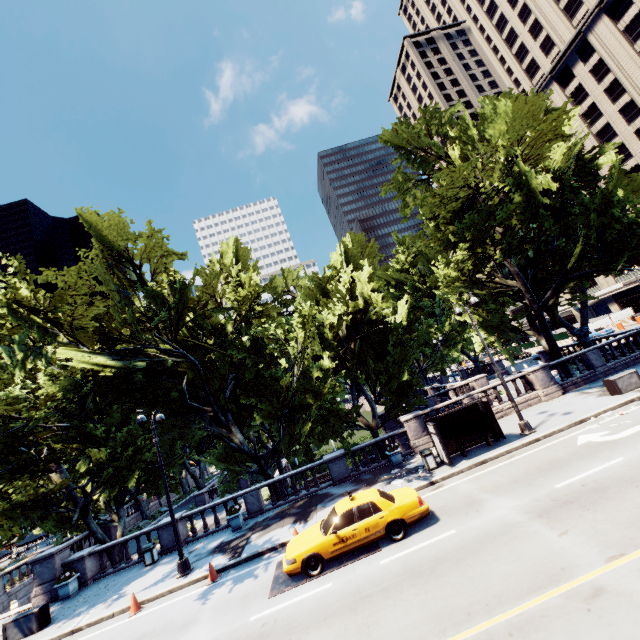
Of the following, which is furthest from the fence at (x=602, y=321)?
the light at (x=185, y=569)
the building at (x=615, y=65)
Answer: the light at (x=185, y=569)

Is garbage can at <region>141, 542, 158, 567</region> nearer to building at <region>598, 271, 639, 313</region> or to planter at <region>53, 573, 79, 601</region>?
planter at <region>53, 573, 79, 601</region>

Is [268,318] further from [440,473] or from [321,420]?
[440,473]

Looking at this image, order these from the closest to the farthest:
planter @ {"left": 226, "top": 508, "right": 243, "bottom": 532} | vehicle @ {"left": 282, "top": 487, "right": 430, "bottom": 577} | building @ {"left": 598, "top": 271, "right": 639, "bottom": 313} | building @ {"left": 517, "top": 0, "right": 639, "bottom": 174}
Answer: vehicle @ {"left": 282, "top": 487, "right": 430, "bottom": 577}
planter @ {"left": 226, "top": 508, "right": 243, "bottom": 532}
building @ {"left": 517, "top": 0, "right": 639, "bottom": 174}
building @ {"left": 598, "top": 271, "right": 639, "bottom": 313}

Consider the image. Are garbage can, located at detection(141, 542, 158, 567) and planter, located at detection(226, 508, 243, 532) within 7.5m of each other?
yes

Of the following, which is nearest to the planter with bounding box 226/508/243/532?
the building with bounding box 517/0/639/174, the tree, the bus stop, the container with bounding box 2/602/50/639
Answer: the tree

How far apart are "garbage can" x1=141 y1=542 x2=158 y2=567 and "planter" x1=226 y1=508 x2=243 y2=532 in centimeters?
419cm

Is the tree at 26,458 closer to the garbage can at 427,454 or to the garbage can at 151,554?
the garbage can at 151,554
